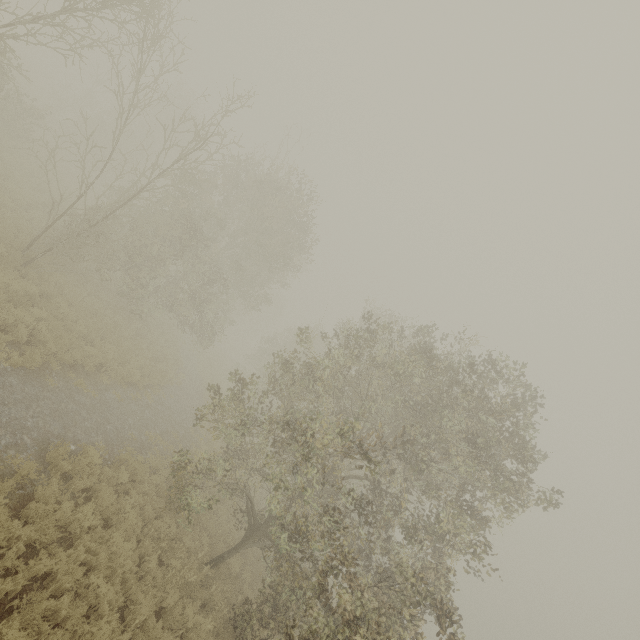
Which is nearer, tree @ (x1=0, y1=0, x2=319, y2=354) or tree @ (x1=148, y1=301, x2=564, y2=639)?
tree @ (x1=148, y1=301, x2=564, y2=639)

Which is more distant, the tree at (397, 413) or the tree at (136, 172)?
the tree at (136, 172)

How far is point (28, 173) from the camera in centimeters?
1836cm
